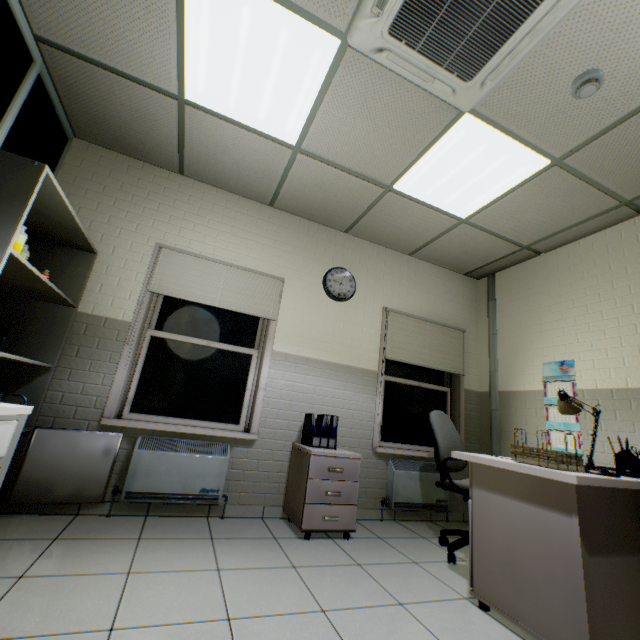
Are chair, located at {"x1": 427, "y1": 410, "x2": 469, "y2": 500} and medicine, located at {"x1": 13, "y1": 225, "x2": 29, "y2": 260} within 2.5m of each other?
no

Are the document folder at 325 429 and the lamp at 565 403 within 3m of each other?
yes

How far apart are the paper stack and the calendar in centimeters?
175cm

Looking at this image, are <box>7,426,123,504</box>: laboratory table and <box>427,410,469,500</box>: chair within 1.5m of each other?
no

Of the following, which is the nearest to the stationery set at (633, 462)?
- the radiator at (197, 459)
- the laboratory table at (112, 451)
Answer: the radiator at (197, 459)

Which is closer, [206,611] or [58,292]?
[206,611]

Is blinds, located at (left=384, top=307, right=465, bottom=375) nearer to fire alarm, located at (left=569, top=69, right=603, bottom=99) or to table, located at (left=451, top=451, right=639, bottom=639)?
table, located at (left=451, top=451, right=639, bottom=639)

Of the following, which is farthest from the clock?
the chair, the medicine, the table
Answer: the medicine
